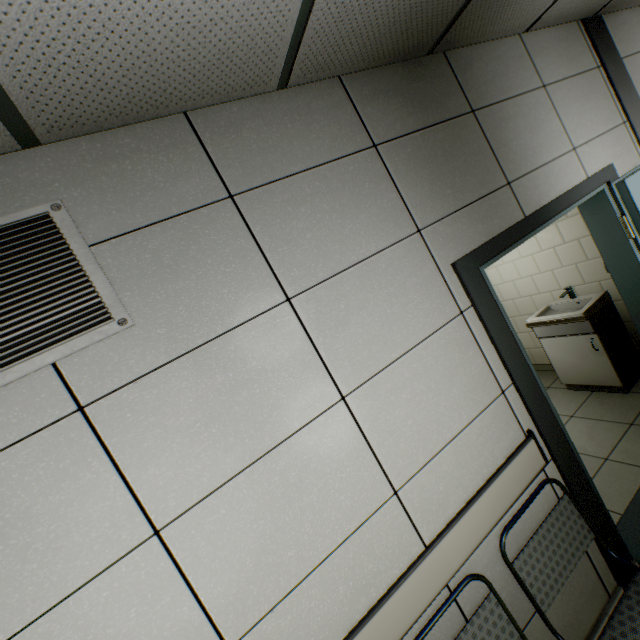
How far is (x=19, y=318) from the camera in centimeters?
101cm

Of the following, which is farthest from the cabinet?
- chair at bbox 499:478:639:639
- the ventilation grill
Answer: the ventilation grill

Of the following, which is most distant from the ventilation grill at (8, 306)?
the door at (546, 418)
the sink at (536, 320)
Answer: the sink at (536, 320)

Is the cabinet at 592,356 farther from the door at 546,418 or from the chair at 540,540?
the chair at 540,540

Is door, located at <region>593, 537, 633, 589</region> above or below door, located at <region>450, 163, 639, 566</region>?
below

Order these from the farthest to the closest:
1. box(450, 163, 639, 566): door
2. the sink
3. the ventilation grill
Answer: the sink → box(450, 163, 639, 566): door → the ventilation grill

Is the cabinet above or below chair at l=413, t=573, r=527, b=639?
below

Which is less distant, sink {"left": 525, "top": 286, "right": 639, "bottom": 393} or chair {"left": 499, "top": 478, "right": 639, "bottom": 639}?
chair {"left": 499, "top": 478, "right": 639, "bottom": 639}
